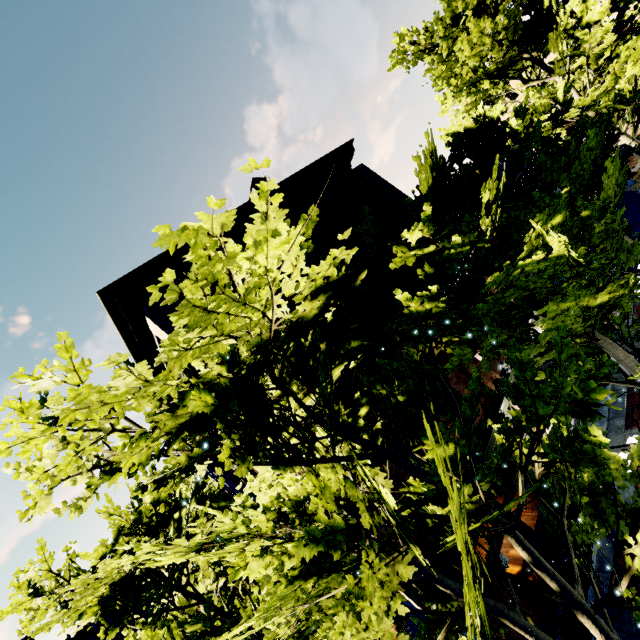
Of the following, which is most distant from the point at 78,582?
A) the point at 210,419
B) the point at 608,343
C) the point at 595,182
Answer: the point at 595,182

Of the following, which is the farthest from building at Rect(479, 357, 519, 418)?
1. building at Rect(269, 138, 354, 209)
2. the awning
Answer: building at Rect(269, 138, 354, 209)

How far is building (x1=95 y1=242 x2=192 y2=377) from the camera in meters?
8.0 m

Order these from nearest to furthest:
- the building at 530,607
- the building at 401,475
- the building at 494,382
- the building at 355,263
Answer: the building at 530,607 → the building at 401,475 → the building at 494,382 → the building at 355,263

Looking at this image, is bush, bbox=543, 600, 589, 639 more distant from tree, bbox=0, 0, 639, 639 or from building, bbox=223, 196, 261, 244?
tree, bbox=0, 0, 639, 639

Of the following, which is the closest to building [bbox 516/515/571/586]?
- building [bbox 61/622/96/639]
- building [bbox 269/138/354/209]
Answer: building [bbox 61/622/96/639]

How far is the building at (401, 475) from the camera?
7.8m

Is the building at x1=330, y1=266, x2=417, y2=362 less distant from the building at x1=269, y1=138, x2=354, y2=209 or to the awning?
the awning
